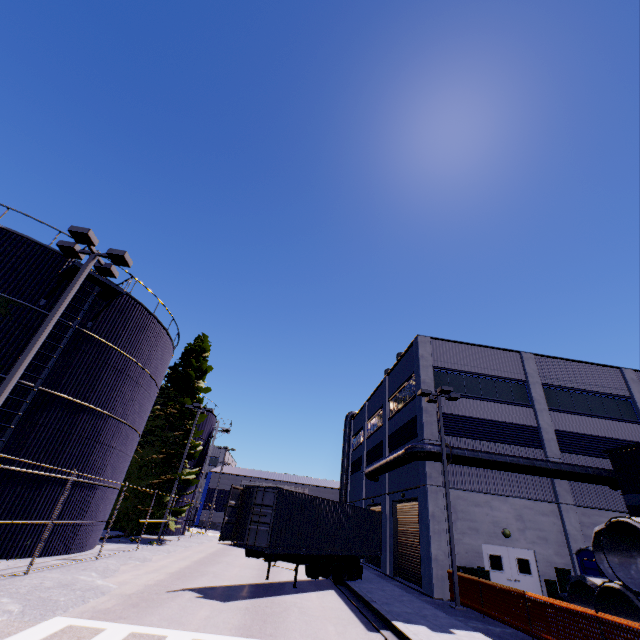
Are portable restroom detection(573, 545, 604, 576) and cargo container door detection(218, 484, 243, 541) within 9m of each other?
no

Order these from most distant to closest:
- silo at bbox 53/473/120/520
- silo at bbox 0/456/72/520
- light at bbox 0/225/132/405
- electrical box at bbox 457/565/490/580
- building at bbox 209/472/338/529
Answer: building at bbox 209/472/338/529, electrical box at bbox 457/565/490/580, silo at bbox 53/473/120/520, silo at bbox 0/456/72/520, light at bbox 0/225/132/405

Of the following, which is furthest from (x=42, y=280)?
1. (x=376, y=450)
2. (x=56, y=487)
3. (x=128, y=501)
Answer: (x=376, y=450)

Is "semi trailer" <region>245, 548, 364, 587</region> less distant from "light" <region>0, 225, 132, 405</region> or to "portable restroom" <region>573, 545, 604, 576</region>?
"light" <region>0, 225, 132, 405</region>

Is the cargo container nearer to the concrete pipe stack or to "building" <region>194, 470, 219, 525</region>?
the concrete pipe stack

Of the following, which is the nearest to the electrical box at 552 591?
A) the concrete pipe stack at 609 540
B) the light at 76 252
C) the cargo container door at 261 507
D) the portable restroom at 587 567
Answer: the portable restroom at 587 567

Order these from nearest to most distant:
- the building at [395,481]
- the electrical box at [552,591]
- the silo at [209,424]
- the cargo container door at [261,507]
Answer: the cargo container door at [261,507] → the electrical box at [552,591] → the building at [395,481] → the silo at [209,424]

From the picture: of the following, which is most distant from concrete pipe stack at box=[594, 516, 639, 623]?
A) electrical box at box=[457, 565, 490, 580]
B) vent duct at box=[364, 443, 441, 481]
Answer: electrical box at box=[457, 565, 490, 580]
